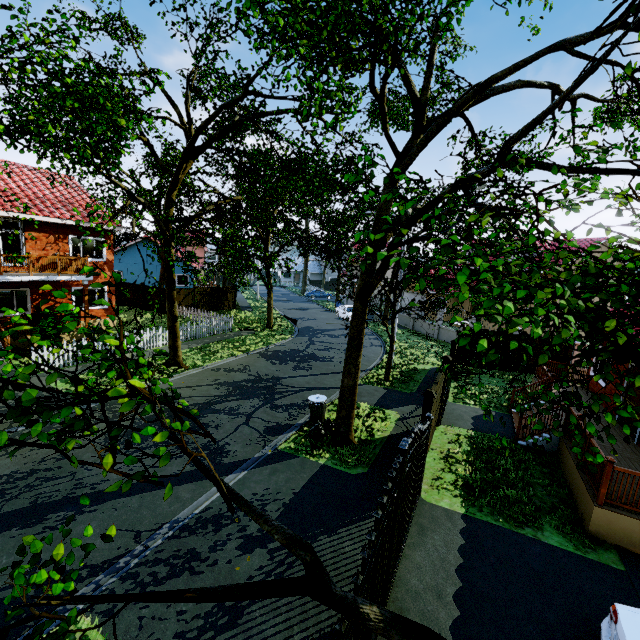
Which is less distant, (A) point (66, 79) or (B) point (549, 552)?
(A) point (66, 79)

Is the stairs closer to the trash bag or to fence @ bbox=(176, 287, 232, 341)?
the trash bag

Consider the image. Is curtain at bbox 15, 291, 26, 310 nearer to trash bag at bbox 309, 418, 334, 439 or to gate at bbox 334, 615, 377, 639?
→ trash bag at bbox 309, 418, 334, 439

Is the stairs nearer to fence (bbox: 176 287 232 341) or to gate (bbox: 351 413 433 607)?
gate (bbox: 351 413 433 607)

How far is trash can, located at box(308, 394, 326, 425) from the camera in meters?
11.0 m

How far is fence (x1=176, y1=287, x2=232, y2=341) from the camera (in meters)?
20.75

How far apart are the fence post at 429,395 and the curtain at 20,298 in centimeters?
2080cm

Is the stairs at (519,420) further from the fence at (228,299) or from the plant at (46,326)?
the plant at (46,326)
